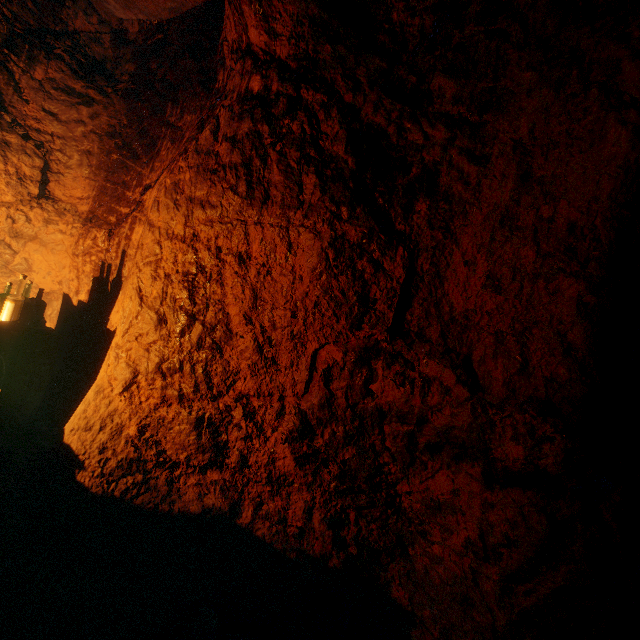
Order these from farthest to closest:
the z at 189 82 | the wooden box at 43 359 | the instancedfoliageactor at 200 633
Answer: the wooden box at 43 359, the instancedfoliageactor at 200 633, the z at 189 82

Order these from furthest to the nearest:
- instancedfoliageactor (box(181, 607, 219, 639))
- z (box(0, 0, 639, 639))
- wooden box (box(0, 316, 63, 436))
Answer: wooden box (box(0, 316, 63, 436)) < instancedfoliageactor (box(181, 607, 219, 639)) < z (box(0, 0, 639, 639))

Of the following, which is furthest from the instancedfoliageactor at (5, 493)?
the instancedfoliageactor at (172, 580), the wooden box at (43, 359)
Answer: the instancedfoliageactor at (172, 580)

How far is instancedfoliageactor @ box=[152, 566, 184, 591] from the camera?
2.2m

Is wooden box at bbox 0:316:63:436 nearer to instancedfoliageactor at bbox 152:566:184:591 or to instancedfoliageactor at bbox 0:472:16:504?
instancedfoliageactor at bbox 0:472:16:504

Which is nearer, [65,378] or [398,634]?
[398,634]

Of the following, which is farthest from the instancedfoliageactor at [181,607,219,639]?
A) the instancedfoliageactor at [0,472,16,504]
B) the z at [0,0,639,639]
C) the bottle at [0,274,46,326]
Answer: the bottle at [0,274,46,326]

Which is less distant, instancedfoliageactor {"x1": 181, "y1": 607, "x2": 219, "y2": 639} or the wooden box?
instancedfoliageactor {"x1": 181, "y1": 607, "x2": 219, "y2": 639}
